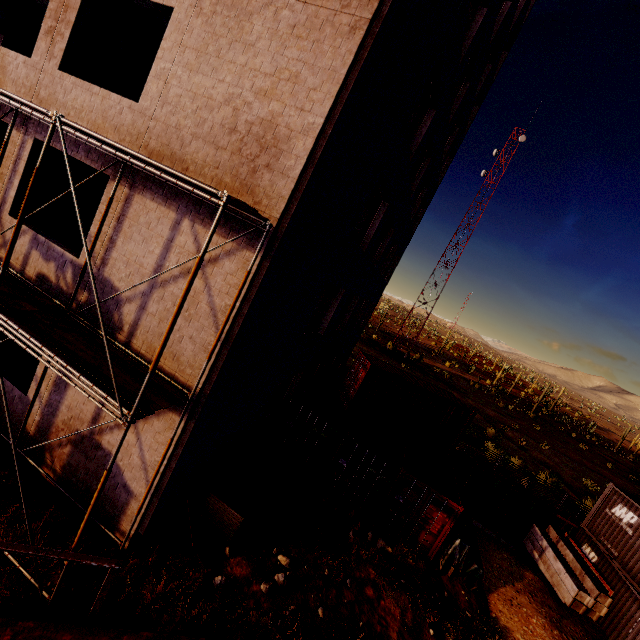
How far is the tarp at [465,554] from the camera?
11.6m

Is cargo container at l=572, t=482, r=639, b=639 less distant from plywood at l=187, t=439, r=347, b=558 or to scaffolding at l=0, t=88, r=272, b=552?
plywood at l=187, t=439, r=347, b=558

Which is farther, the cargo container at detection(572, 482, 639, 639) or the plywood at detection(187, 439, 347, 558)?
the cargo container at detection(572, 482, 639, 639)

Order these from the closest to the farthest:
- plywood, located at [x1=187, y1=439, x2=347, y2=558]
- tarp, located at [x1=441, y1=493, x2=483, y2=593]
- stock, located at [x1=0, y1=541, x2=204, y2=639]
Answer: stock, located at [x1=0, y1=541, x2=204, y2=639], plywood, located at [x1=187, y1=439, x2=347, y2=558], tarp, located at [x1=441, y1=493, x2=483, y2=593]

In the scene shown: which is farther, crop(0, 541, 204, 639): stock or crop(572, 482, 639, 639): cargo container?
crop(572, 482, 639, 639): cargo container

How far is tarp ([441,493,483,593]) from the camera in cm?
1156

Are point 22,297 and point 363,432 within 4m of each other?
no

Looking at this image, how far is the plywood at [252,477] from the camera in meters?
9.0
